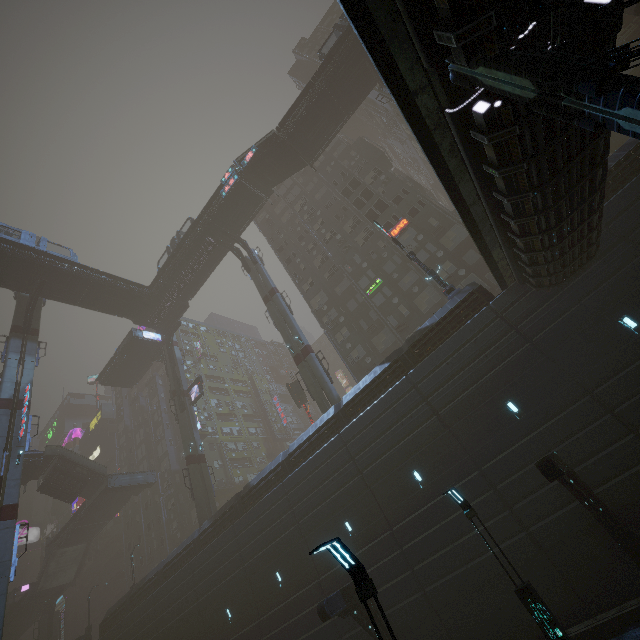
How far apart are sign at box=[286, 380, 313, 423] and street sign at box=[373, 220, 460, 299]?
20.7m

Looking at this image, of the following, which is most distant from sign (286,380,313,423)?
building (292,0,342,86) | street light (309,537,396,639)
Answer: street light (309,537,396,639)

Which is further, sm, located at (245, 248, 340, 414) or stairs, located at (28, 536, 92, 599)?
stairs, located at (28, 536, 92, 599)

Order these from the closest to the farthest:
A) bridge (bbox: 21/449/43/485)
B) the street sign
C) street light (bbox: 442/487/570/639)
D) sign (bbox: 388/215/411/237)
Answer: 1. street light (bbox: 442/487/570/639)
2. the street sign
3. sign (bbox: 388/215/411/237)
4. bridge (bbox: 21/449/43/485)

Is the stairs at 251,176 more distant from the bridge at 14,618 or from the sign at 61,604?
the sign at 61,604

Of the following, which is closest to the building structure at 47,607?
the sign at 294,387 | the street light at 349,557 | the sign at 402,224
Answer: the sign at 294,387

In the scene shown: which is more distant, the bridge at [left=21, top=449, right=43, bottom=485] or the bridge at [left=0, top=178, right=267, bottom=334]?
the bridge at [left=21, top=449, right=43, bottom=485]

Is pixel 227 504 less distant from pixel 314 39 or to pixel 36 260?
pixel 36 260
